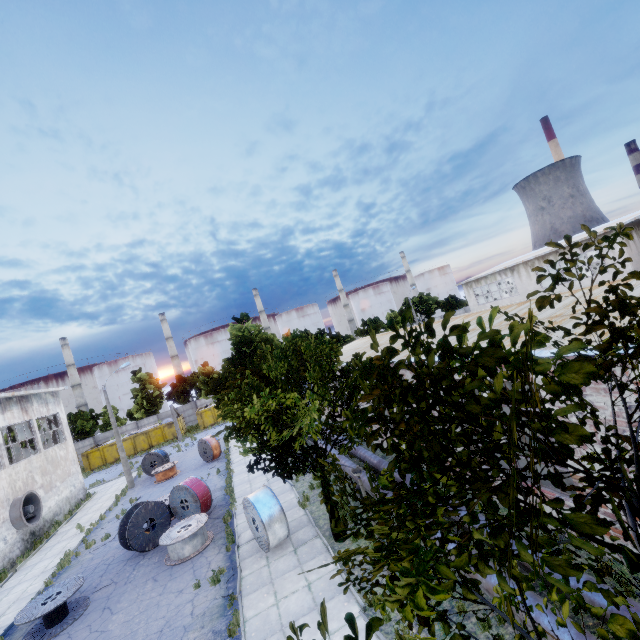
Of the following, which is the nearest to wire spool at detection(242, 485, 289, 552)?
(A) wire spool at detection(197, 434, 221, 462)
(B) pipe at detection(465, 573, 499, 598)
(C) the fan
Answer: (B) pipe at detection(465, 573, 499, 598)

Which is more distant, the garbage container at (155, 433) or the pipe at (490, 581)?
the garbage container at (155, 433)

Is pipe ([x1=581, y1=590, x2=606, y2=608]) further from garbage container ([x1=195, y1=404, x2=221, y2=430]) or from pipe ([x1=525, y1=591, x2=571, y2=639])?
garbage container ([x1=195, y1=404, x2=221, y2=430])

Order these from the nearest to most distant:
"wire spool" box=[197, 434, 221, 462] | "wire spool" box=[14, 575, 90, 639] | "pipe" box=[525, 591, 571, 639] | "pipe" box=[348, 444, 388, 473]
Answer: "pipe" box=[525, 591, 571, 639], "wire spool" box=[14, 575, 90, 639], "pipe" box=[348, 444, 388, 473], "wire spool" box=[197, 434, 221, 462]

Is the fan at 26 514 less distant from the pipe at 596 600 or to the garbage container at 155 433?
the pipe at 596 600

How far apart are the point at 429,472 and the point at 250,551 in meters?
12.9 m

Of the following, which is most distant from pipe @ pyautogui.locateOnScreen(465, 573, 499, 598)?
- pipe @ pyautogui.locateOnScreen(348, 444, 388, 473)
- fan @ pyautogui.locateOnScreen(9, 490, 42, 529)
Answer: fan @ pyautogui.locateOnScreen(9, 490, 42, 529)
